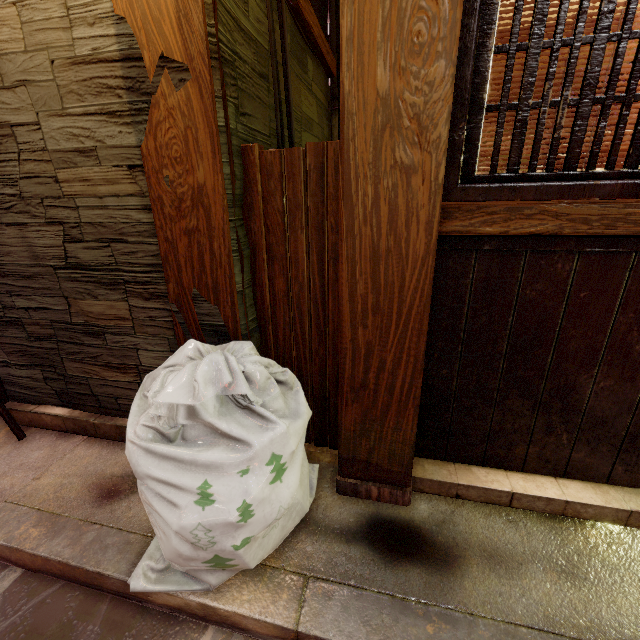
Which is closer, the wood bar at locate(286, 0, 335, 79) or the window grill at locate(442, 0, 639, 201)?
the window grill at locate(442, 0, 639, 201)

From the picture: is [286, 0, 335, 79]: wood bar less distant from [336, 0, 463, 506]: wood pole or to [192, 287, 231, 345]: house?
[192, 287, 231, 345]: house

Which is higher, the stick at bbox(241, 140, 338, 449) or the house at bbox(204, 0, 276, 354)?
the house at bbox(204, 0, 276, 354)

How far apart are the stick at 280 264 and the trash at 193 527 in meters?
0.4

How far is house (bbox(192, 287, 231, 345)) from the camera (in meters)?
3.31

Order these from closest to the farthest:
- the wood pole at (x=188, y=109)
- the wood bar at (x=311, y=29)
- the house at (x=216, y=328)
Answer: the wood pole at (x=188, y=109), the house at (x=216, y=328), the wood bar at (x=311, y=29)

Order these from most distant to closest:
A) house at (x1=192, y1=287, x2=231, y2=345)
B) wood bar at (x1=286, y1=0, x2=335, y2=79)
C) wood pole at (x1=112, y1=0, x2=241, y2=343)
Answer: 1. wood bar at (x1=286, y1=0, x2=335, y2=79)
2. house at (x1=192, y1=287, x2=231, y2=345)
3. wood pole at (x1=112, y1=0, x2=241, y2=343)

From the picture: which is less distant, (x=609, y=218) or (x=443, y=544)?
(x=609, y=218)
